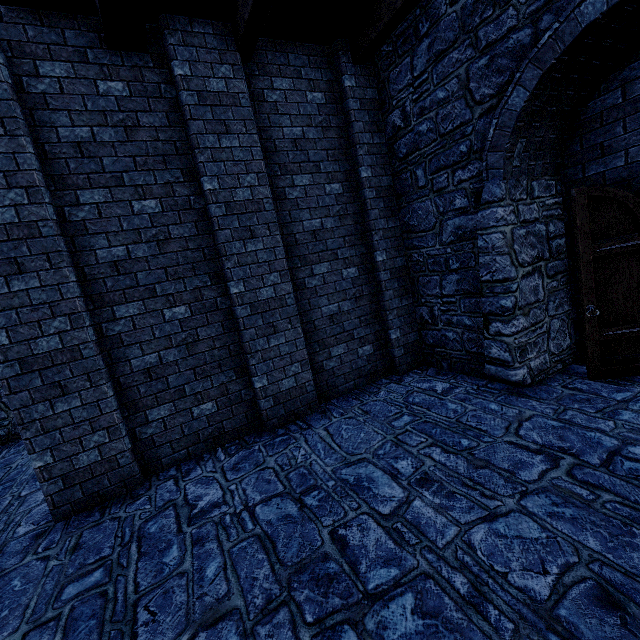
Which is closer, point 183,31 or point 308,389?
point 183,31
